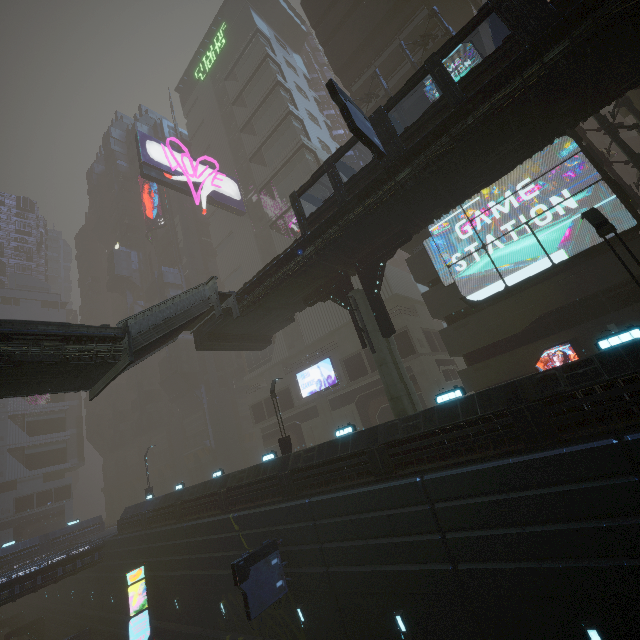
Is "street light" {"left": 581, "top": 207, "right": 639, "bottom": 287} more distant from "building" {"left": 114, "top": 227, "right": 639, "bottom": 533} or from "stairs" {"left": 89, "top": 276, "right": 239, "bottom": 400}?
"stairs" {"left": 89, "top": 276, "right": 239, "bottom": 400}

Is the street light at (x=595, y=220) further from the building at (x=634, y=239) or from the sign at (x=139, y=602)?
the sign at (x=139, y=602)

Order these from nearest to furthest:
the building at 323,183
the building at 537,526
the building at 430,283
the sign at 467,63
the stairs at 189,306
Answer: the building at 537,526 → the building at 430,283 → the stairs at 189,306 → the sign at 467,63 → the building at 323,183

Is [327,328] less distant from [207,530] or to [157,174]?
[207,530]

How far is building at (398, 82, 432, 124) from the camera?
25.5m

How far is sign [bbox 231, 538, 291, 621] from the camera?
13.6m

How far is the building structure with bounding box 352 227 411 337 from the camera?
17.2 meters

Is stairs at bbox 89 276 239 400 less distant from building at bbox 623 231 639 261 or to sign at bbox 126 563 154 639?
building at bbox 623 231 639 261
